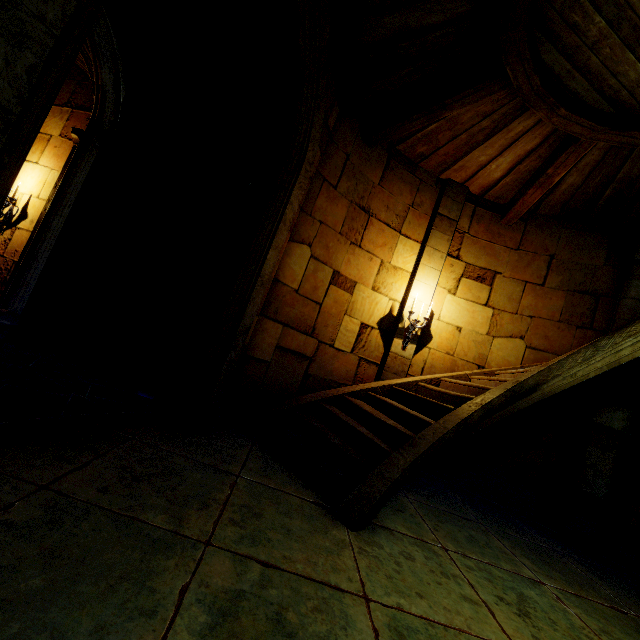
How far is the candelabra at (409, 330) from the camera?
6.01m

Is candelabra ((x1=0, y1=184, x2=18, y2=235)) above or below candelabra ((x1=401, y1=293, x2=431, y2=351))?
below

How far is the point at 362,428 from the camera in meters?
4.5

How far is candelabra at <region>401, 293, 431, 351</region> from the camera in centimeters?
601cm

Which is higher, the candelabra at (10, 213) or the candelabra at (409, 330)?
the candelabra at (409, 330)
